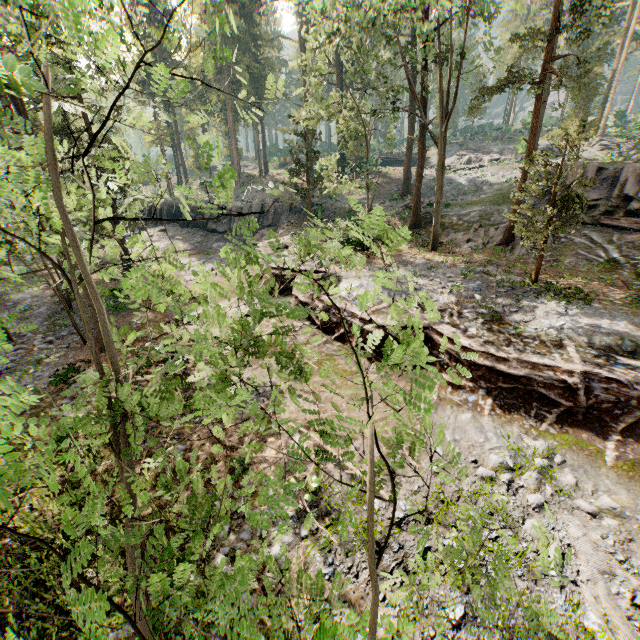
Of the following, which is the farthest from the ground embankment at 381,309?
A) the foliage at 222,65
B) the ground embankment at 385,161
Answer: the ground embankment at 385,161

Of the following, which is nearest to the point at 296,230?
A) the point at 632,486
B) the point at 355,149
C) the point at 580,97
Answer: the point at 355,149

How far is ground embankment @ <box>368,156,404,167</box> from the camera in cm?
4622

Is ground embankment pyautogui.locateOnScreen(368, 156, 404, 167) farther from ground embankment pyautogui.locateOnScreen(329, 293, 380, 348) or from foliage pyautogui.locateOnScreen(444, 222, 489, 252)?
ground embankment pyautogui.locateOnScreen(329, 293, 380, 348)

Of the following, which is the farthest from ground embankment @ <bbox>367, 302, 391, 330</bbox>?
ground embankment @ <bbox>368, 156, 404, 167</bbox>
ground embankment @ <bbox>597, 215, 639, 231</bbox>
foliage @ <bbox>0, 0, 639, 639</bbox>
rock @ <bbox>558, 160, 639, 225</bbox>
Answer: ground embankment @ <bbox>368, 156, 404, 167</bbox>

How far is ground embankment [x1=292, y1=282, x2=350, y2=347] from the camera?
14.3 meters

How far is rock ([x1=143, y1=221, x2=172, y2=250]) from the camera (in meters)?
32.73

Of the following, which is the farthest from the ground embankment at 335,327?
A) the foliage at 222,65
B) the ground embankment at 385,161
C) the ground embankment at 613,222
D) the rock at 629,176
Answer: the ground embankment at 385,161
